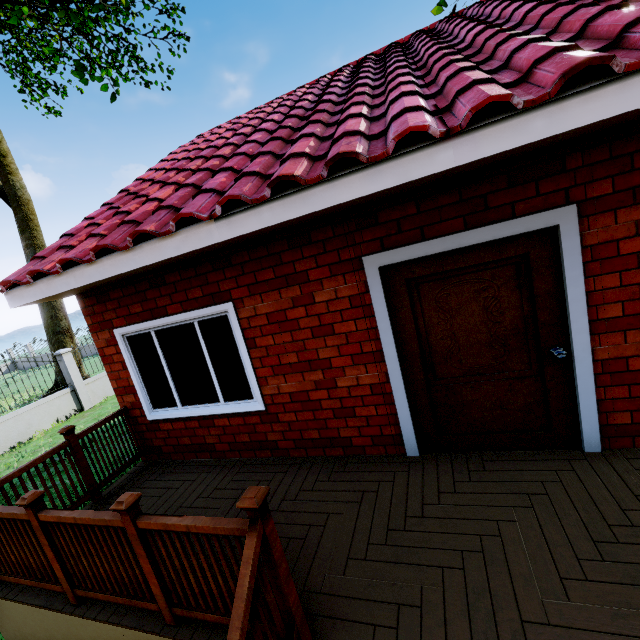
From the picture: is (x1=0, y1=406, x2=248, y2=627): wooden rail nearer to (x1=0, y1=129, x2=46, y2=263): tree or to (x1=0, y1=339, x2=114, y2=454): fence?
(x1=0, y1=339, x2=114, y2=454): fence

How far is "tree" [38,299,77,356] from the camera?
16.08m

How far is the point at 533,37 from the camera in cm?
252

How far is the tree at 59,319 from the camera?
16.08m

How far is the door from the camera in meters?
2.8 m

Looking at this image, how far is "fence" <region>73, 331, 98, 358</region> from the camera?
12.30m

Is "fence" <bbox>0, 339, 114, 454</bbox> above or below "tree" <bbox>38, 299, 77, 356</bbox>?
below

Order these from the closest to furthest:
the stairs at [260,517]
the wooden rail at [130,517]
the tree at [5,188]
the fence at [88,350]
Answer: the stairs at [260,517], the wooden rail at [130,517], the fence at [88,350], the tree at [5,188]
